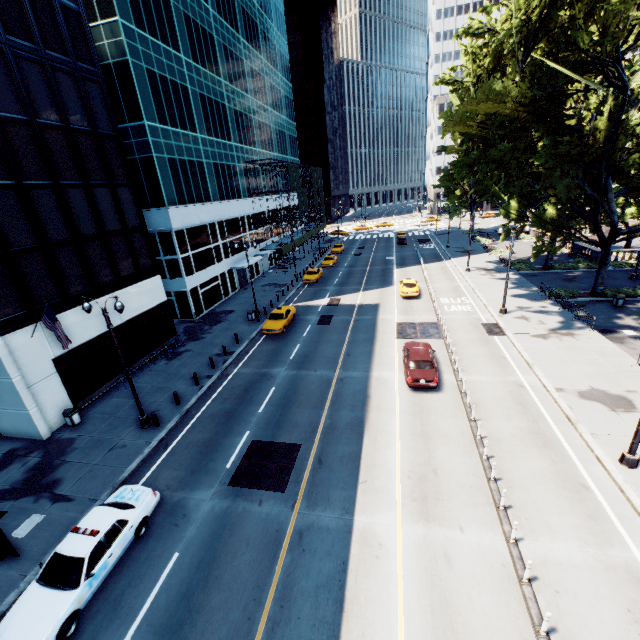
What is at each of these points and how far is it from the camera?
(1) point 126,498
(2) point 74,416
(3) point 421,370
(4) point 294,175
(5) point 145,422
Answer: (1) vehicle, 12.38m
(2) garbage can, 18.14m
(3) vehicle, 18.77m
(4) scaffolding, 52.75m
(5) light, 17.55m

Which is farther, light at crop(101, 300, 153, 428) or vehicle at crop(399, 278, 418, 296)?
vehicle at crop(399, 278, 418, 296)

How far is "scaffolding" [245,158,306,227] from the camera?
44.4m

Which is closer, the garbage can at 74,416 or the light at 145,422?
the light at 145,422

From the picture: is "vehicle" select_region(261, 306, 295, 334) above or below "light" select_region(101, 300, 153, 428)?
above

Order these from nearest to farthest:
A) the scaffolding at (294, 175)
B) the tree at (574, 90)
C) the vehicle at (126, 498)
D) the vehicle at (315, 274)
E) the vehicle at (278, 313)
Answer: the vehicle at (126, 498) < the tree at (574, 90) < the vehicle at (278, 313) < the vehicle at (315, 274) < the scaffolding at (294, 175)

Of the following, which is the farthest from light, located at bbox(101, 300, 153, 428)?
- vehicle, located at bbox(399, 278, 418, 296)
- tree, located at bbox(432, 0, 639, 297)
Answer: vehicle, located at bbox(399, 278, 418, 296)

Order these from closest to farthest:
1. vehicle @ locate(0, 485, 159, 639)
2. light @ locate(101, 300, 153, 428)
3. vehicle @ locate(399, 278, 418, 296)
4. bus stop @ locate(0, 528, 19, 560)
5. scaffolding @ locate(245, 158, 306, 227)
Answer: vehicle @ locate(0, 485, 159, 639), bus stop @ locate(0, 528, 19, 560), light @ locate(101, 300, 153, 428), vehicle @ locate(399, 278, 418, 296), scaffolding @ locate(245, 158, 306, 227)
